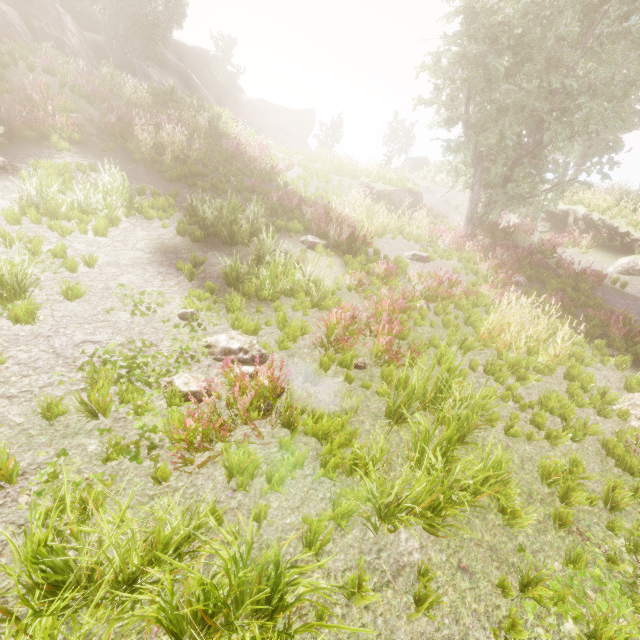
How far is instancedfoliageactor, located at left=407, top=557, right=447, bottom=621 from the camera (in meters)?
2.73

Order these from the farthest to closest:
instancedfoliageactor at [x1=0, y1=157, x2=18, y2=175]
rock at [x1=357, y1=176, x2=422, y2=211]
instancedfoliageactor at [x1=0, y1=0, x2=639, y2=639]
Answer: rock at [x1=357, y1=176, x2=422, y2=211] → instancedfoliageactor at [x1=0, y1=157, x2=18, y2=175] → instancedfoliageactor at [x1=0, y1=0, x2=639, y2=639]

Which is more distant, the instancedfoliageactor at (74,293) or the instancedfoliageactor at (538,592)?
the instancedfoliageactor at (74,293)

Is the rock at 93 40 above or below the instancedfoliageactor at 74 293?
above

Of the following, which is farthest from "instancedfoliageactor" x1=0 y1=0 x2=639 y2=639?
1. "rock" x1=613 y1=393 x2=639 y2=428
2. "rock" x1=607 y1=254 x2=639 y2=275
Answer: "rock" x1=607 y1=254 x2=639 y2=275

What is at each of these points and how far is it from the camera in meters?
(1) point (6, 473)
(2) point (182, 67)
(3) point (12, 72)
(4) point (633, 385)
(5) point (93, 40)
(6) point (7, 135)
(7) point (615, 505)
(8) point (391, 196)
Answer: (1) instancedfoliageactor, 2.7 m
(2) rock, 33.1 m
(3) rock, 10.4 m
(4) instancedfoliageactor, 6.5 m
(5) rock, 25.5 m
(6) tree trunk, 8.9 m
(7) instancedfoliageactor, 4.0 m
(8) rock, 17.2 m

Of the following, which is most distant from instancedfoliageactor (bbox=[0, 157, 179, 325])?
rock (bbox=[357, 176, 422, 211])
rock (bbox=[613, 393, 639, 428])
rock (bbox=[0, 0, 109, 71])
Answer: rock (bbox=[357, 176, 422, 211])
